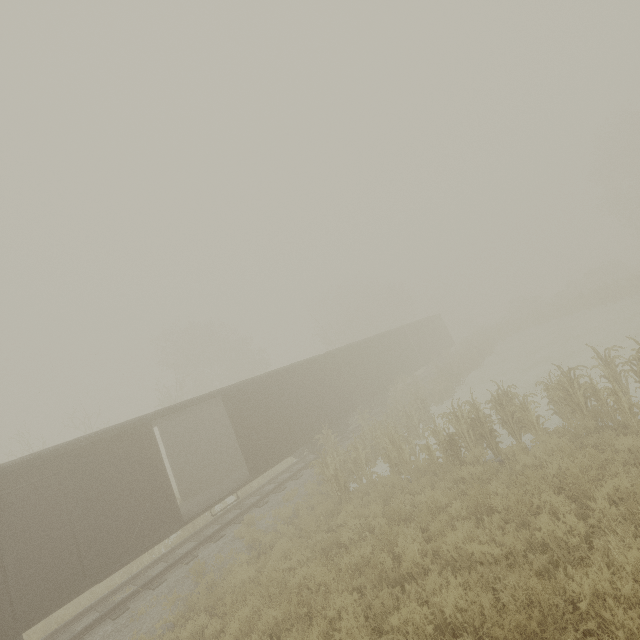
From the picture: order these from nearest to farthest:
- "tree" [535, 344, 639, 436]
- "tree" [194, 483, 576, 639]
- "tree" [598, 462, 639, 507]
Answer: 1. "tree" [194, 483, 576, 639]
2. "tree" [598, 462, 639, 507]
3. "tree" [535, 344, 639, 436]

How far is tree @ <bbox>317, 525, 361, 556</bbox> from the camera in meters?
8.0

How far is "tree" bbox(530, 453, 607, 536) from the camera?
5.4m

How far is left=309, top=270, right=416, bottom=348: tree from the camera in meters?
38.8

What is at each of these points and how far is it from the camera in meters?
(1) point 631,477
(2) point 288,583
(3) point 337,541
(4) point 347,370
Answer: (1) tree, 5.9 m
(2) tree, 6.8 m
(3) tree, 8.4 m
(4) boxcar, 19.8 m

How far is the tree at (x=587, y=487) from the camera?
5.4m

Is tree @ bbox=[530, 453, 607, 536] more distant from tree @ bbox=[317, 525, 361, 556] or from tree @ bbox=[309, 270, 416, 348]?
tree @ bbox=[309, 270, 416, 348]

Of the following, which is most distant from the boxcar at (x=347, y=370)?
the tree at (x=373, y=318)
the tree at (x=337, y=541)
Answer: the tree at (x=373, y=318)
